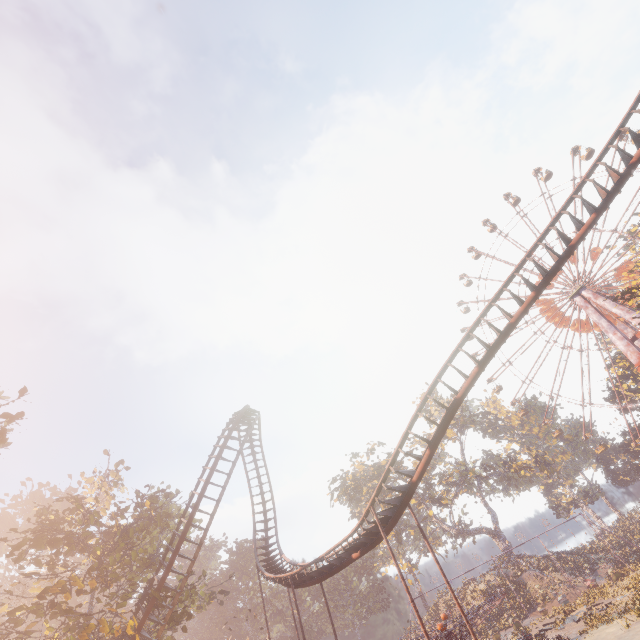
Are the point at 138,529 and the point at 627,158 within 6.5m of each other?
no

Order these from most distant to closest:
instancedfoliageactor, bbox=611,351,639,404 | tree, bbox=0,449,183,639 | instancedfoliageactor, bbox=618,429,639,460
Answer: instancedfoliageactor, bbox=618,429,639,460 < instancedfoliageactor, bbox=611,351,639,404 < tree, bbox=0,449,183,639

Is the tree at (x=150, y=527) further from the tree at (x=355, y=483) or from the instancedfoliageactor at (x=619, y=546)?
the instancedfoliageactor at (x=619, y=546)

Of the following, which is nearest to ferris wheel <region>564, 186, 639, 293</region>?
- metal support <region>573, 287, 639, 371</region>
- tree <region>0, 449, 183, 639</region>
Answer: metal support <region>573, 287, 639, 371</region>

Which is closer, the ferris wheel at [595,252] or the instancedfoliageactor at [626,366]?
the ferris wheel at [595,252]

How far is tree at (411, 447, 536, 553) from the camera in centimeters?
5022cm

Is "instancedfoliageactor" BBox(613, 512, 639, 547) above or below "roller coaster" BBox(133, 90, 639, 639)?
below

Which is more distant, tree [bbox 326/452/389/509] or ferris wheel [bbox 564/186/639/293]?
tree [bbox 326/452/389/509]
